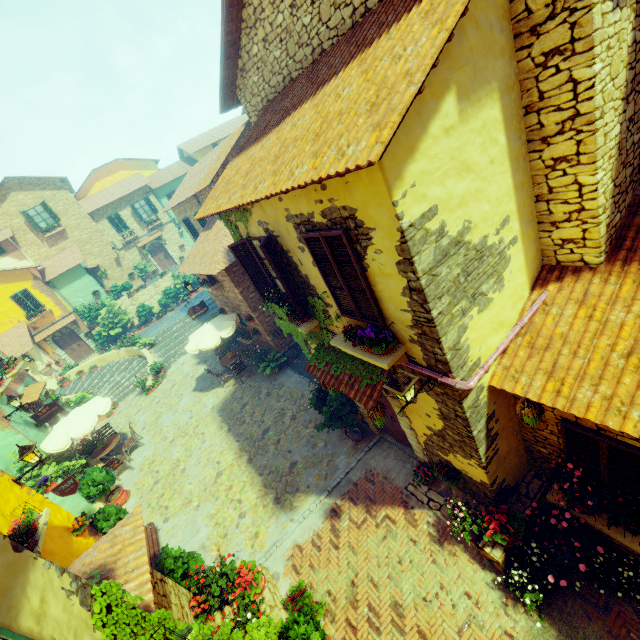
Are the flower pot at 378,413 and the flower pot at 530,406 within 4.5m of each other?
yes

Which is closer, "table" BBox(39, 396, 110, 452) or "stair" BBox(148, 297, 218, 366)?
"table" BBox(39, 396, 110, 452)

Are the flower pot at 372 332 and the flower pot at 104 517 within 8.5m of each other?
no

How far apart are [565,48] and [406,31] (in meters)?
1.95

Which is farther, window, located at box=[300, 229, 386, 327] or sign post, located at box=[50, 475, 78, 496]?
sign post, located at box=[50, 475, 78, 496]

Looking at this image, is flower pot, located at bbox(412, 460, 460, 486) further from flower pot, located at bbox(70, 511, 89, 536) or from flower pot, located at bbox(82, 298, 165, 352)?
flower pot, located at bbox(82, 298, 165, 352)

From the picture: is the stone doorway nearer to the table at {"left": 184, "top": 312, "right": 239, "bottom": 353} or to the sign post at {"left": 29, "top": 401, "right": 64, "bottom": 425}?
the table at {"left": 184, "top": 312, "right": 239, "bottom": 353}

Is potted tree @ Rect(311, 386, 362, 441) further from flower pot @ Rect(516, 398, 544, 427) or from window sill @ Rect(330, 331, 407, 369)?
flower pot @ Rect(516, 398, 544, 427)
